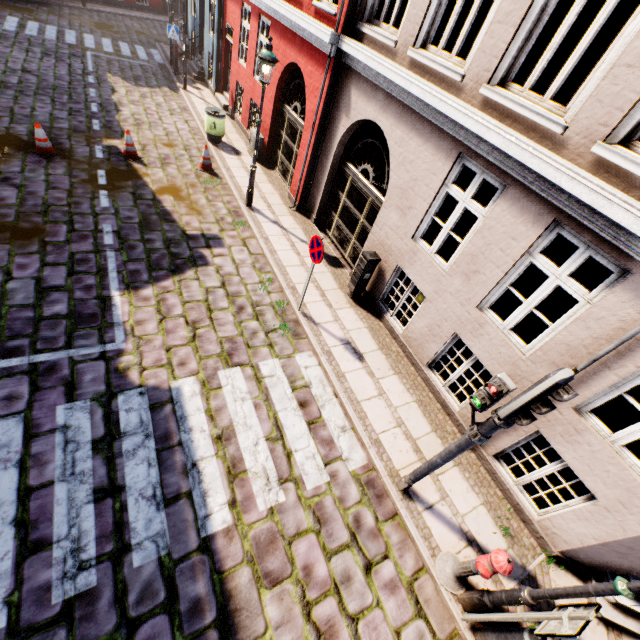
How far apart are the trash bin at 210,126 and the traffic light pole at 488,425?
12.6m

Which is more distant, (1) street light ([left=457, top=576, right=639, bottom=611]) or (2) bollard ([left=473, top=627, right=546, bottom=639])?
(2) bollard ([left=473, top=627, right=546, bottom=639])

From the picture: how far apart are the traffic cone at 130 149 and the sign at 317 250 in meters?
7.3 m

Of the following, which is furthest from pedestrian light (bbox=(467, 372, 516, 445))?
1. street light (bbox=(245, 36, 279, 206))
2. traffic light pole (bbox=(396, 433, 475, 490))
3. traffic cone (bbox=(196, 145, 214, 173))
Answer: traffic cone (bbox=(196, 145, 214, 173))

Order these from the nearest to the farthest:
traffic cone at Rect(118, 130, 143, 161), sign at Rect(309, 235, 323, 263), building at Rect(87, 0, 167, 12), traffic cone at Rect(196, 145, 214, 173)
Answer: sign at Rect(309, 235, 323, 263) < traffic cone at Rect(118, 130, 143, 161) < traffic cone at Rect(196, 145, 214, 173) < building at Rect(87, 0, 167, 12)

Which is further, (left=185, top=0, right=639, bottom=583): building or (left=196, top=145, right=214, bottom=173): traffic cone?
(left=196, top=145, right=214, bottom=173): traffic cone

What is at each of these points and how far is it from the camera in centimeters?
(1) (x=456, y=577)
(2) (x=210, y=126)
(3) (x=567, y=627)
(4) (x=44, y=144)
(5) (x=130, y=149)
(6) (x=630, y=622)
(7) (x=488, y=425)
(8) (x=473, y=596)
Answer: (1) hydrant, 443cm
(2) trash bin, 1153cm
(3) sign, 297cm
(4) traffic cone, 858cm
(5) traffic cone, 969cm
(6) building, 464cm
(7) traffic light pole, 362cm
(8) street light, 416cm

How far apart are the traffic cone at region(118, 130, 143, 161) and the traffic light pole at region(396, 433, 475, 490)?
11.18m
